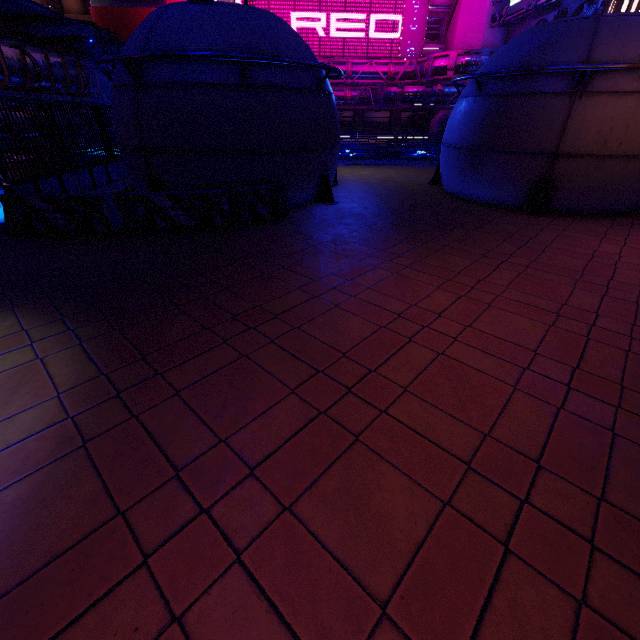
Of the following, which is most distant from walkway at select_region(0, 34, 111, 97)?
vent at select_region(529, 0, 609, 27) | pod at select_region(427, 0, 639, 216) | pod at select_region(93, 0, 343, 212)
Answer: vent at select_region(529, 0, 609, 27)

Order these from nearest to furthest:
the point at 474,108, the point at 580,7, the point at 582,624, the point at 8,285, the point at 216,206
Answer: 1. the point at 582,624
2. the point at 8,285
3. the point at 216,206
4. the point at 474,108
5. the point at 580,7

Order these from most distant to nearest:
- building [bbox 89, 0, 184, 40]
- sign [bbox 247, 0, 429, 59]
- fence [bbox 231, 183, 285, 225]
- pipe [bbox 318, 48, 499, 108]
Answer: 1. building [bbox 89, 0, 184, 40]
2. sign [bbox 247, 0, 429, 59]
3. pipe [bbox 318, 48, 499, 108]
4. fence [bbox 231, 183, 285, 225]

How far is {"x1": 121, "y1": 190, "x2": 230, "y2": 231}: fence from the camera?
8.0m

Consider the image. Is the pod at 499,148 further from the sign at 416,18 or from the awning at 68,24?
the sign at 416,18

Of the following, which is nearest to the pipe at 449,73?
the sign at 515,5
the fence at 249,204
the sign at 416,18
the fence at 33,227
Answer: the sign at 515,5

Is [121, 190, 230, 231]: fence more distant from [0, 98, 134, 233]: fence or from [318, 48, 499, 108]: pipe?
[318, 48, 499, 108]: pipe

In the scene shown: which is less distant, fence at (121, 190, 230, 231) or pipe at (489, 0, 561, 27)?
fence at (121, 190, 230, 231)
